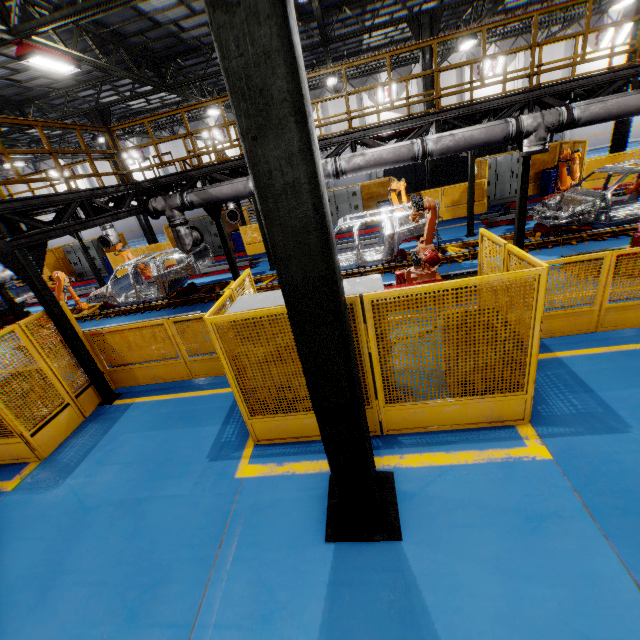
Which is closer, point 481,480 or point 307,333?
point 307,333

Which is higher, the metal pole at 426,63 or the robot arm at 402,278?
the metal pole at 426,63

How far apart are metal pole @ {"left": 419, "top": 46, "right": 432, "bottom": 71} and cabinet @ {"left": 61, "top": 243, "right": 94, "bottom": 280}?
19.04m

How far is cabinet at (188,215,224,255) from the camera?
17.8 meters

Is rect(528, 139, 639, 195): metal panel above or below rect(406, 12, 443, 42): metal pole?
below

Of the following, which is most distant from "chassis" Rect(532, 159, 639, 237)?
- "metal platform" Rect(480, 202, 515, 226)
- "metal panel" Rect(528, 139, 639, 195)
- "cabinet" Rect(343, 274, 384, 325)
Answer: "cabinet" Rect(343, 274, 384, 325)

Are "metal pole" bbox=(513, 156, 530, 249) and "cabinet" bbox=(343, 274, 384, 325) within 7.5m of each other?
yes

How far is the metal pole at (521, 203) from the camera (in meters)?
7.72
